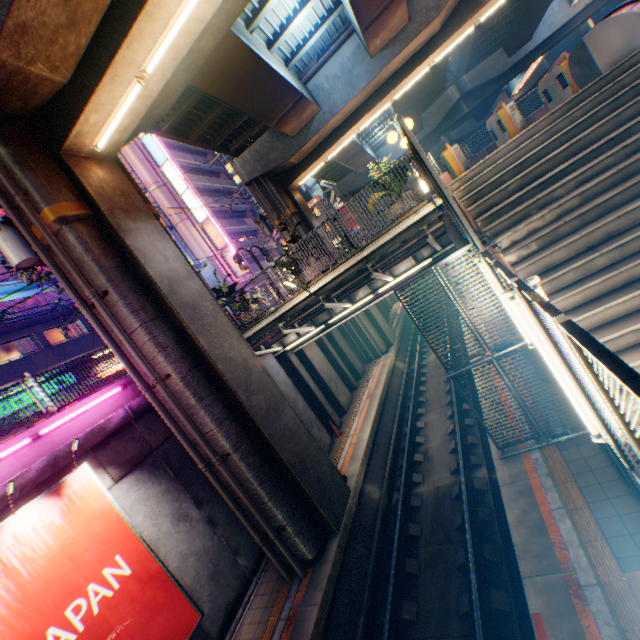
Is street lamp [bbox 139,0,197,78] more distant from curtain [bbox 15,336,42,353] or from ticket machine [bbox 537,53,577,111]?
curtain [bbox 15,336,42,353]

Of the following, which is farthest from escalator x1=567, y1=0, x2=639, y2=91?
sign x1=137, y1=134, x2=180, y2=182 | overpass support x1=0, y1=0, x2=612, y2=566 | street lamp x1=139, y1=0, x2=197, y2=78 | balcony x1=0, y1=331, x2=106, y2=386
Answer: sign x1=137, y1=134, x2=180, y2=182

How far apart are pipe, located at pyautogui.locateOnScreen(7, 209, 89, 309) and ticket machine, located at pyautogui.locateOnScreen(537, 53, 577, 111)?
14.0 meters

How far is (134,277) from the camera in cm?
836

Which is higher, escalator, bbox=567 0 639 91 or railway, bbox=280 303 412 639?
escalator, bbox=567 0 639 91

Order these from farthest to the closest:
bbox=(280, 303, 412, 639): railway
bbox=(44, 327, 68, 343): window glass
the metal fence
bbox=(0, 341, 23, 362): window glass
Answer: bbox=(44, 327, 68, 343): window glass → bbox=(0, 341, 23, 362): window glass → bbox=(280, 303, 412, 639): railway → the metal fence

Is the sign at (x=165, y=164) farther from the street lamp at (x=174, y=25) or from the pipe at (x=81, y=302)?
the pipe at (x=81, y=302)

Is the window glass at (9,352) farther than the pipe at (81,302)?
Yes
